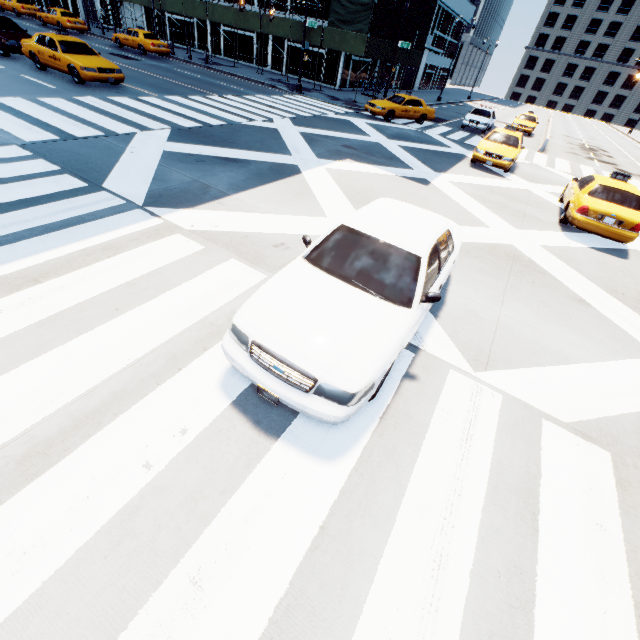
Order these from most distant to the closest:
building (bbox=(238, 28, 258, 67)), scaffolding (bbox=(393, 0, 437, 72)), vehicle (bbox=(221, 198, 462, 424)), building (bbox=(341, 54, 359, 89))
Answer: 1. building (bbox=(238, 28, 258, 67))
2. building (bbox=(341, 54, 359, 89))
3. scaffolding (bbox=(393, 0, 437, 72))
4. vehicle (bbox=(221, 198, 462, 424))

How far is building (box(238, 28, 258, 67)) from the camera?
31.1 meters

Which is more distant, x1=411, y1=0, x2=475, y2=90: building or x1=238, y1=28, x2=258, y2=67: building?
x1=411, y1=0, x2=475, y2=90: building

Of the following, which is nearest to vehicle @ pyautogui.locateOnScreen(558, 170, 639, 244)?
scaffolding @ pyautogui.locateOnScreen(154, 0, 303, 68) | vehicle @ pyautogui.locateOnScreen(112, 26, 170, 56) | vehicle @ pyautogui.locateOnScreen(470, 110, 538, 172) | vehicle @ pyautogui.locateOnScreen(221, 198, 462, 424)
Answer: vehicle @ pyautogui.locateOnScreen(470, 110, 538, 172)

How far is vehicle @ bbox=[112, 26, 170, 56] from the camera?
25.55m

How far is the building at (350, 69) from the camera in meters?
29.0

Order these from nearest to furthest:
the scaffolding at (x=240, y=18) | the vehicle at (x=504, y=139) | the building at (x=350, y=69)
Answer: the vehicle at (x=504, y=139) → the scaffolding at (x=240, y=18) → the building at (x=350, y=69)

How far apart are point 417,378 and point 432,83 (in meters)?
62.12
